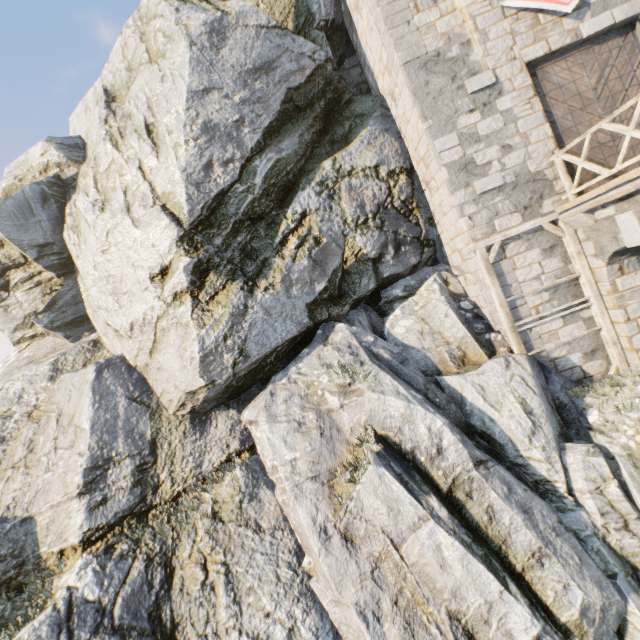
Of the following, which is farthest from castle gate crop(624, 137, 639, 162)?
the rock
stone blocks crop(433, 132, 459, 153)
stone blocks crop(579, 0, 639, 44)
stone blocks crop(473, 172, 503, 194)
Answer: the rock

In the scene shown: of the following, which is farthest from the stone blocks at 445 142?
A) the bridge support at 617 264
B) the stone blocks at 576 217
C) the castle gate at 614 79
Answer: the bridge support at 617 264

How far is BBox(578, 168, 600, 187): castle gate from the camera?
8.67m

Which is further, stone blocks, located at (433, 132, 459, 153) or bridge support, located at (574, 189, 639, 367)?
stone blocks, located at (433, 132, 459, 153)

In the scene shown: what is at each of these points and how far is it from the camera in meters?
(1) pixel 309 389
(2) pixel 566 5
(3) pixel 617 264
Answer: (1) rock, 8.6
(2) flag, 8.2
(3) bridge support, 7.9

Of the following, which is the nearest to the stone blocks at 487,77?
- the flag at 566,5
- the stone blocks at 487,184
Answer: the flag at 566,5

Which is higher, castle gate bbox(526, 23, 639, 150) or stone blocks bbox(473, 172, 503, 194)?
castle gate bbox(526, 23, 639, 150)

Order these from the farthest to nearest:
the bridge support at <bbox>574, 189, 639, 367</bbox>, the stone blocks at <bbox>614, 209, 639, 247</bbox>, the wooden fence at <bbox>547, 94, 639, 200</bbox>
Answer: the bridge support at <bbox>574, 189, 639, 367</bbox> < the stone blocks at <bbox>614, 209, 639, 247</bbox> < the wooden fence at <bbox>547, 94, 639, 200</bbox>
